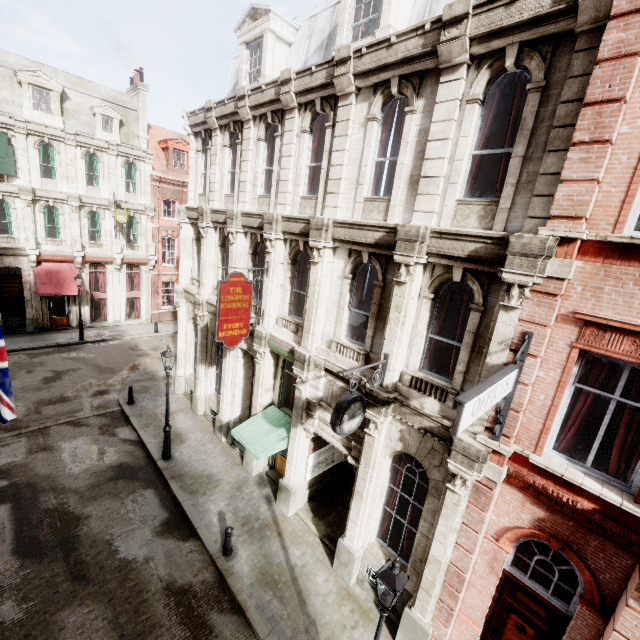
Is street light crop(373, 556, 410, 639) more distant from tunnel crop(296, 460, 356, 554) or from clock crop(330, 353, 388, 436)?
tunnel crop(296, 460, 356, 554)

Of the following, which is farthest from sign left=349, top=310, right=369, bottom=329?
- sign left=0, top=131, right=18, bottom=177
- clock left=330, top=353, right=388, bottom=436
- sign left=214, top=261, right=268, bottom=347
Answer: sign left=0, top=131, right=18, bottom=177

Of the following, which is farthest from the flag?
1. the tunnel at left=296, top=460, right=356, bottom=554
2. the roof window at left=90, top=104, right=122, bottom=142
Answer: the roof window at left=90, top=104, right=122, bottom=142

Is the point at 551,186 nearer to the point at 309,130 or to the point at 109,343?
the point at 309,130

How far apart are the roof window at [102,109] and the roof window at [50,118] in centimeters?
160cm

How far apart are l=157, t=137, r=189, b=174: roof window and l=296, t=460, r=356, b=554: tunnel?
27.7 meters

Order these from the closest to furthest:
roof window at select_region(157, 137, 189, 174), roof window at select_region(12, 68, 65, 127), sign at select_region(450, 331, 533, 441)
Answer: sign at select_region(450, 331, 533, 441)
roof window at select_region(12, 68, 65, 127)
roof window at select_region(157, 137, 189, 174)

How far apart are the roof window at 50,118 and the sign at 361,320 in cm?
2629
